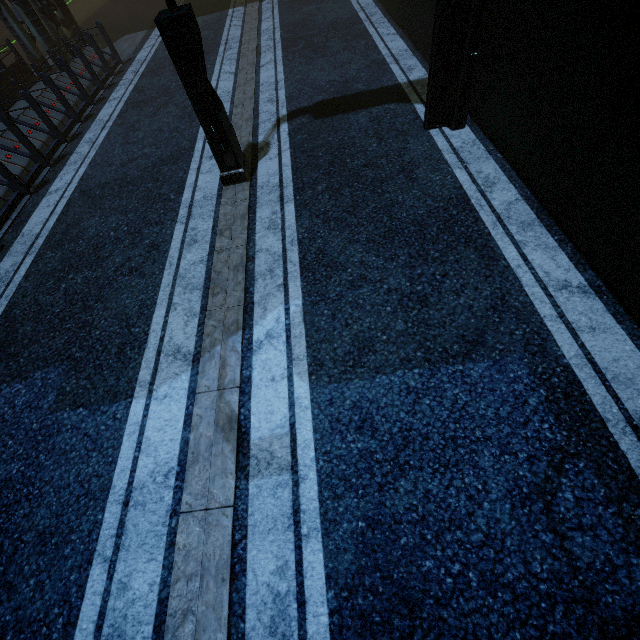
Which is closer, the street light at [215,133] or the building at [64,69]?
the street light at [215,133]

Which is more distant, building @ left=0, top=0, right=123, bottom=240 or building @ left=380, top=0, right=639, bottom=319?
building @ left=0, top=0, right=123, bottom=240

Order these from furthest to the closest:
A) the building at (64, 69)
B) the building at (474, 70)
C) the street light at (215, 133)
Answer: the building at (64, 69) < the street light at (215, 133) < the building at (474, 70)

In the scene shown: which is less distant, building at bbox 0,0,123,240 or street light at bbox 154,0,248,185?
street light at bbox 154,0,248,185

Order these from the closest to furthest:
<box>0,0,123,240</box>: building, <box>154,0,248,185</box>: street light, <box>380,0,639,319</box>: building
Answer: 1. <box>380,0,639,319</box>: building
2. <box>154,0,248,185</box>: street light
3. <box>0,0,123,240</box>: building

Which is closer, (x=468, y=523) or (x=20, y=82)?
(x=468, y=523)
